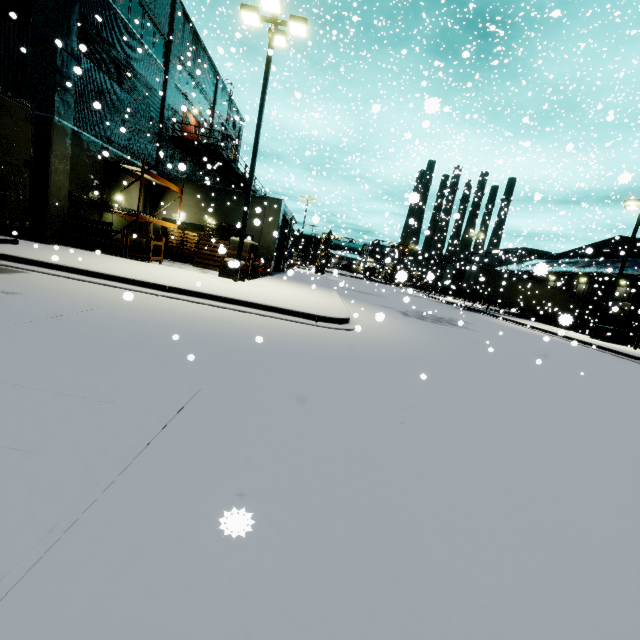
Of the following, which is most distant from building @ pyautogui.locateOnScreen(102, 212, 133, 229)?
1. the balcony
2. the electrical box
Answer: the electrical box

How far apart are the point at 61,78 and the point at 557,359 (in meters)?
21.48

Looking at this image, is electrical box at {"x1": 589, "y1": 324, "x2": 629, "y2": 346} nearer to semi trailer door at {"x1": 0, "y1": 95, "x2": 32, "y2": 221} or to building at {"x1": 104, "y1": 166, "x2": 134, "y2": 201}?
building at {"x1": 104, "y1": 166, "x2": 134, "y2": 201}

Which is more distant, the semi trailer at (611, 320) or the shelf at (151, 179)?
the semi trailer at (611, 320)

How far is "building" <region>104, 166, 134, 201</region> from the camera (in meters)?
16.17

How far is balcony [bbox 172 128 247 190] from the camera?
21.5 meters

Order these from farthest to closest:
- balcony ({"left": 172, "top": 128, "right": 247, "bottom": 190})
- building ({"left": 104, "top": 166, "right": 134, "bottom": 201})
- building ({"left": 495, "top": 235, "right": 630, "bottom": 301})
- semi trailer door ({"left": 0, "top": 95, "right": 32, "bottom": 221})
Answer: building ({"left": 495, "top": 235, "right": 630, "bottom": 301}), balcony ({"left": 172, "top": 128, "right": 247, "bottom": 190}), building ({"left": 104, "top": 166, "right": 134, "bottom": 201}), semi trailer door ({"left": 0, "top": 95, "right": 32, "bottom": 221})

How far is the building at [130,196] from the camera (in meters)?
16.98
